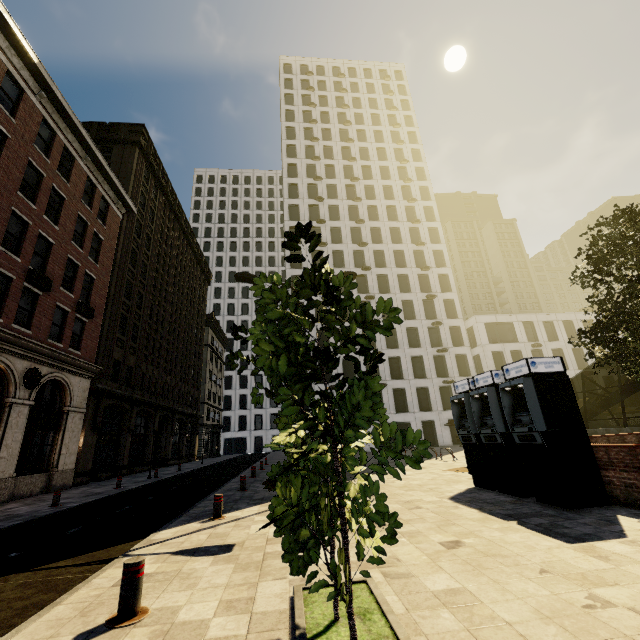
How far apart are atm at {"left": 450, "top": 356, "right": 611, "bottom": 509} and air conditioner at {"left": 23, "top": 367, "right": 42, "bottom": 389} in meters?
19.0

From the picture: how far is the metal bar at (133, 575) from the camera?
3.53m

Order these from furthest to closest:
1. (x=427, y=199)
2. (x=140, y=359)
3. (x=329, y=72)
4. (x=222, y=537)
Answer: (x=329, y=72) → (x=427, y=199) → (x=140, y=359) → (x=222, y=537)

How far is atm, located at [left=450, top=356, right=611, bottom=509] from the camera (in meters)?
7.14

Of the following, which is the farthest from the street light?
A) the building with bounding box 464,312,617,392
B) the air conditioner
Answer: the building with bounding box 464,312,617,392

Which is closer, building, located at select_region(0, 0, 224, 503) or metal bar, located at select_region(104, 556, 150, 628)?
metal bar, located at select_region(104, 556, 150, 628)

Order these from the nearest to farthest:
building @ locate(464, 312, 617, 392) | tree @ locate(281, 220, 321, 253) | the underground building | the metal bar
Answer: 1. tree @ locate(281, 220, 321, 253)
2. the metal bar
3. the underground building
4. building @ locate(464, 312, 617, 392)

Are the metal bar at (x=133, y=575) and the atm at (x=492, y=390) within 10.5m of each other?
yes
